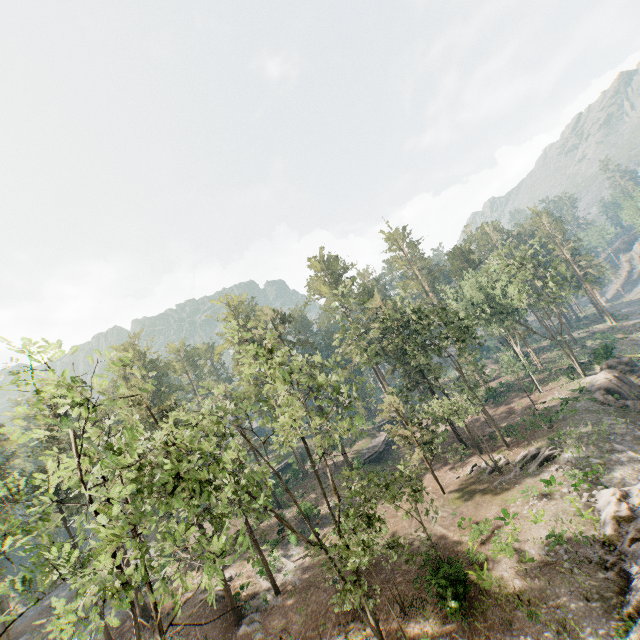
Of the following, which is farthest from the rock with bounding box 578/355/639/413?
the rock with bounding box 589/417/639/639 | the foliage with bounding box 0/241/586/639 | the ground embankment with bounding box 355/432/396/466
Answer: the foliage with bounding box 0/241/586/639

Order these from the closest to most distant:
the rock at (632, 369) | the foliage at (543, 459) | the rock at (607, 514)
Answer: the rock at (607, 514), the foliage at (543, 459), the rock at (632, 369)

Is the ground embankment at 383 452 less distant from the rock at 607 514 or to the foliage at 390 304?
the foliage at 390 304

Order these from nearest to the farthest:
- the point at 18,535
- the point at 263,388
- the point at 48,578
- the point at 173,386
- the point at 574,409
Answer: the point at 48,578 → the point at 18,535 → the point at 263,388 → the point at 574,409 → the point at 173,386

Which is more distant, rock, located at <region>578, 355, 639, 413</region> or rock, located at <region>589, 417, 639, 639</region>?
rock, located at <region>578, 355, 639, 413</region>

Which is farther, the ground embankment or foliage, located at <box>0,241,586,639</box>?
the ground embankment

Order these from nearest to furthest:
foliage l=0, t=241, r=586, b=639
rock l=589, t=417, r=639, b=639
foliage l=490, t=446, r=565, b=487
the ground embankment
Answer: foliage l=0, t=241, r=586, b=639, rock l=589, t=417, r=639, b=639, foliage l=490, t=446, r=565, b=487, the ground embankment

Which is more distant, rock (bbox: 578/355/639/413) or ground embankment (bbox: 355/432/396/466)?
ground embankment (bbox: 355/432/396/466)
